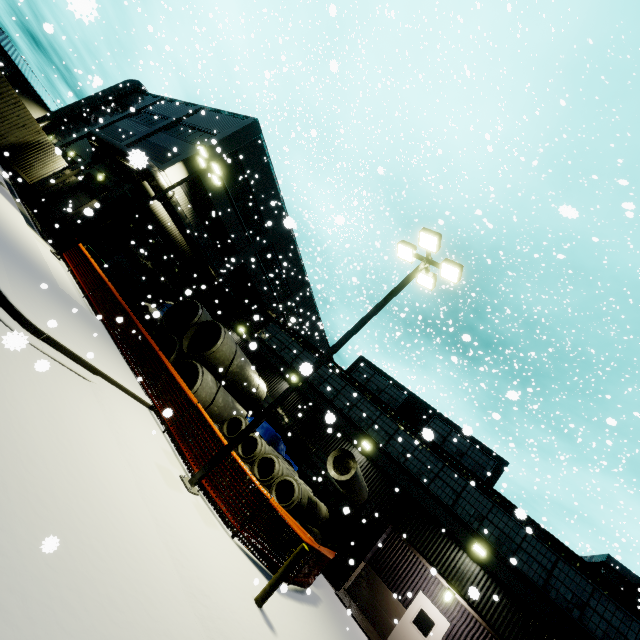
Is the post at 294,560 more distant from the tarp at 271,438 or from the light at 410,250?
the tarp at 271,438

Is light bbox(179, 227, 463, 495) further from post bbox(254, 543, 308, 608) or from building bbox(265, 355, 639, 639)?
post bbox(254, 543, 308, 608)

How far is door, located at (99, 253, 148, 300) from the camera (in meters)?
20.67

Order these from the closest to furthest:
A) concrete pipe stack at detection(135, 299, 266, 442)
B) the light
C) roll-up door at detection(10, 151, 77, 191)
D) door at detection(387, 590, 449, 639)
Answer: the light → concrete pipe stack at detection(135, 299, 266, 442) → door at detection(387, 590, 449, 639) → roll-up door at detection(10, 151, 77, 191)

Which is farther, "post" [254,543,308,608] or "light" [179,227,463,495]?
"light" [179,227,463,495]

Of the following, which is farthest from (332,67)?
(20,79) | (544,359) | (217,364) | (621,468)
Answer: (20,79)

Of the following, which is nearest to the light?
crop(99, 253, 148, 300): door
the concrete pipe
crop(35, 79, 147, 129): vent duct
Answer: → the concrete pipe

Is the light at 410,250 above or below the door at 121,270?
above
